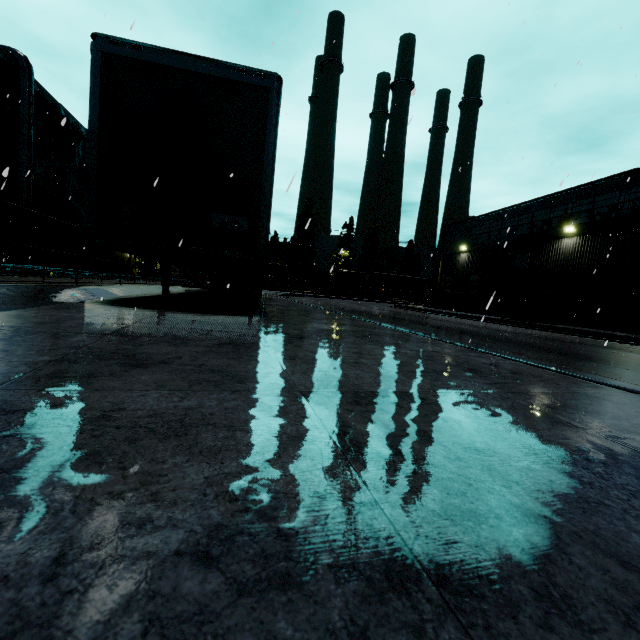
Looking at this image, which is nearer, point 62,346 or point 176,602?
point 176,602

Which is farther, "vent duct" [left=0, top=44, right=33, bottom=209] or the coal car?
the coal car

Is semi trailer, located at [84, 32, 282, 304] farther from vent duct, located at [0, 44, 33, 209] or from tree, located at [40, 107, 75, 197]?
vent duct, located at [0, 44, 33, 209]

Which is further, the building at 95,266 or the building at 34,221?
the building at 95,266

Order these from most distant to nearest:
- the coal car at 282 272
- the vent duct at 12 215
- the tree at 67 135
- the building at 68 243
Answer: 1. the coal car at 282 272
2. the building at 68 243
3. the tree at 67 135
4. the vent duct at 12 215

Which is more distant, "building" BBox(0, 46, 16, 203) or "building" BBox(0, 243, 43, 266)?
"building" BBox(0, 243, 43, 266)

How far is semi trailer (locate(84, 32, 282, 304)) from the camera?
4.6 meters

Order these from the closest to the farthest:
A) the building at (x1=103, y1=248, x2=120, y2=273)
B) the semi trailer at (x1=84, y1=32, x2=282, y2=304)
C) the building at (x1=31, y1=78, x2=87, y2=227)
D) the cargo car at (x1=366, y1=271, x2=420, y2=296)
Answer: the semi trailer at (x1=84, y1=32, x2=282, y2=304) < the building at (x1=31, y1=78, x2=87, y2=227) < the building at (x1=103, y1=248, x2=120, y2=273) < the cargo car at (x1=366, y1=271, x2=420, y2=296)
